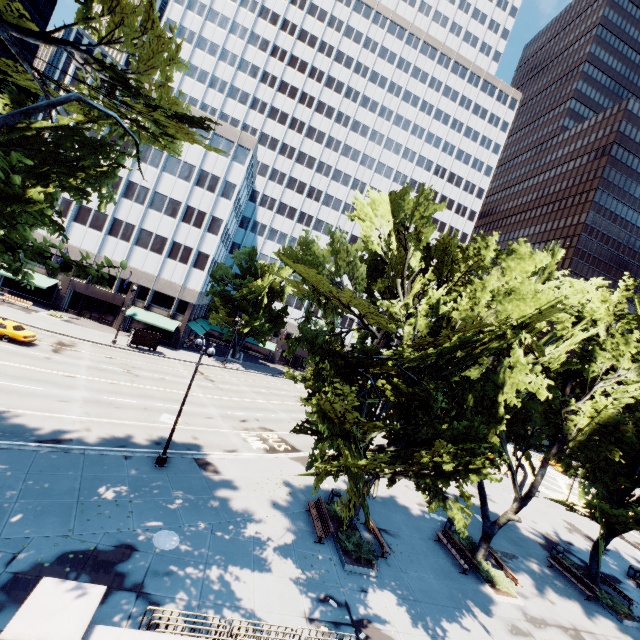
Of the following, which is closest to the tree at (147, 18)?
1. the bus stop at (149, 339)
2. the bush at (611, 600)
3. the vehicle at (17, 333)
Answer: the bush at (611, 600)

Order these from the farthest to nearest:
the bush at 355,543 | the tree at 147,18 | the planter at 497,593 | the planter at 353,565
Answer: the planter at 497,593
the bush at 355,543
the planter at 353,565
the tree at 147,18

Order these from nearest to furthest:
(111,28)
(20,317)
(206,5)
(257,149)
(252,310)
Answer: (111,28)
(20,317)
(257,149)
(252,310)
(206,5)

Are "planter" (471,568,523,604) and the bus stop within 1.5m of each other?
no

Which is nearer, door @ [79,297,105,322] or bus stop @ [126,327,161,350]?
bus stop @ [126,327,161,350]

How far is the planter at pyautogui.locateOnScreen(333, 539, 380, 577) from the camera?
15.3 meters

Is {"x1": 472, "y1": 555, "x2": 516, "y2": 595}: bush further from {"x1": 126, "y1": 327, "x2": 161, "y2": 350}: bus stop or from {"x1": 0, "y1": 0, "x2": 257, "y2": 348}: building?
{"x1": 0, "y1": 0, "x2": 257, "y2": 348}: building

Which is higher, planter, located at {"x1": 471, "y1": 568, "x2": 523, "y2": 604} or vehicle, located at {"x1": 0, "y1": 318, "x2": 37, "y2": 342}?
vehicle, located at {"x1": 0, "y1": 318, "x2": 37, "y2": 342}
